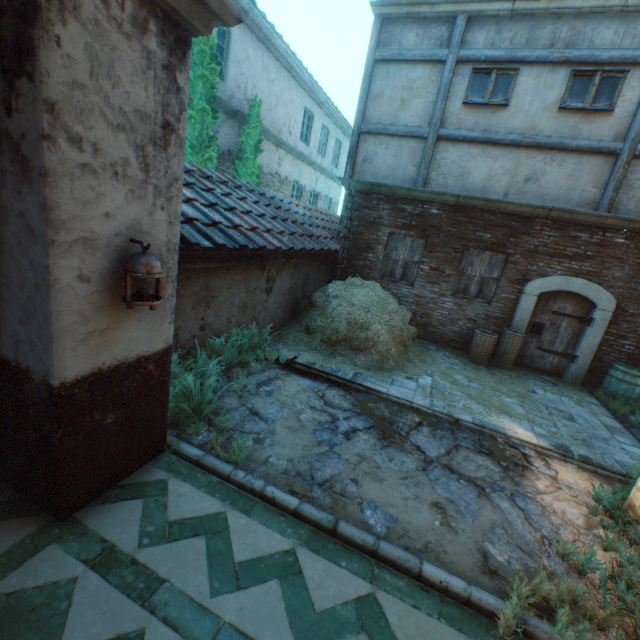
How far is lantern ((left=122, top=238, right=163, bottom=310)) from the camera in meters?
2.3

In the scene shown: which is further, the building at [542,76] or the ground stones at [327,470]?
the building at [542,76]

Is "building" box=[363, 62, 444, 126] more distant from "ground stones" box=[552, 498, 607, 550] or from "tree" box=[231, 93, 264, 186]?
"tree" box=[231, 93, 264, 186]

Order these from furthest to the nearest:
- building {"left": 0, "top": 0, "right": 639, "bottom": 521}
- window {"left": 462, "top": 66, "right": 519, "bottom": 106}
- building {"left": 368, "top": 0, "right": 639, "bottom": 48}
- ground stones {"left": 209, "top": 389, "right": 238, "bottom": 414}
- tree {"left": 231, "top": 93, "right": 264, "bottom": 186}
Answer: tree {"left": 231, "top": 93, "right": 264, "bottom": 186}, window {"left": 462, "top": 66, "right": 519, "bottom": 106}, building {"left": 368, "top": 0, "right": 639, "bottom": 48}, ground stones {"left": 209, "top": 389, "right": 238, "bottom": 414}, building {"left": 0, "top": 0, "right": 639, "bottom": 521}

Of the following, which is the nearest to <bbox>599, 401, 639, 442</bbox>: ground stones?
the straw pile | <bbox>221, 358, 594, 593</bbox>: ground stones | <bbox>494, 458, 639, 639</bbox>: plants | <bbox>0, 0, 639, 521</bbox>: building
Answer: <bbox>0, 0, 639, 521</bbox>: building

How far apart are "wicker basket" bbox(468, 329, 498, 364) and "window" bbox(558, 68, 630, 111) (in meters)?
5.09

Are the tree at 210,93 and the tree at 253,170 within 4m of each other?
yes

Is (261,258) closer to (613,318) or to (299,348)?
(299,348)
